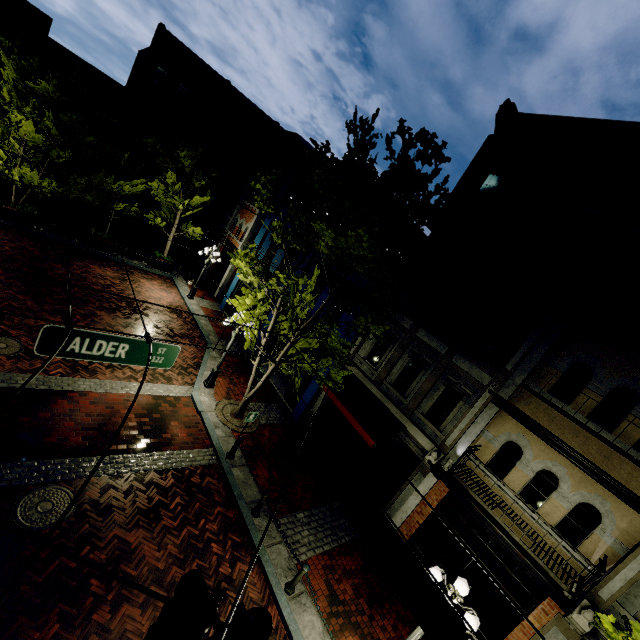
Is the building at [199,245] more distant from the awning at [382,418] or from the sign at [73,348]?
the sign at [73,348]

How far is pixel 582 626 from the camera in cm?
691

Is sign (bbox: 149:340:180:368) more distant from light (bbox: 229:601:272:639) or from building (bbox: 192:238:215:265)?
building (bbox: 192:238:215:265)

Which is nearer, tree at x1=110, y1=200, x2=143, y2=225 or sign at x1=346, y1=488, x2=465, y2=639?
sign at x1=346, y1=488, x2=465, y2=639

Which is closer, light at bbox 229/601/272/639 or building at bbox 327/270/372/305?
light at bbox 229/601/272/639

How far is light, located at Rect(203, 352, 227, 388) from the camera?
12.7m

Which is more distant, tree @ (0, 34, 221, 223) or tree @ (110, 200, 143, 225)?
tree @ (110, 200, 143, 225)

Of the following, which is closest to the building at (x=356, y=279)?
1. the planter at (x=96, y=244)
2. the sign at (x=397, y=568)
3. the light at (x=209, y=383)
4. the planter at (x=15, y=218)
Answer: the light at (x=209, y=383)
